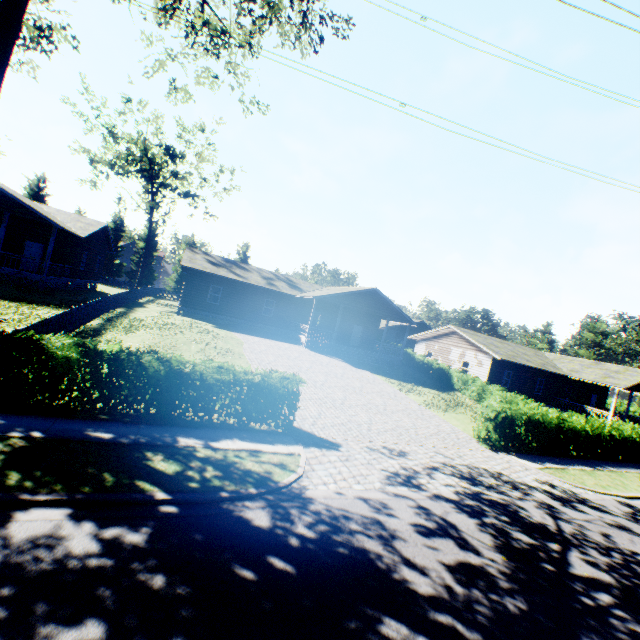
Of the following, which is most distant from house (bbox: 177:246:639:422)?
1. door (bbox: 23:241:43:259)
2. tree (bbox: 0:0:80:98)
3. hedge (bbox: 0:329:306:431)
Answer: hedge (bbox: 0:329:306:431)

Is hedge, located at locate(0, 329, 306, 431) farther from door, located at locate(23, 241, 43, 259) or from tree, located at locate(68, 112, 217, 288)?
door, located at locate(23, 241, 43, 259)

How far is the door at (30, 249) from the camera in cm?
2444

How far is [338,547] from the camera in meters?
5.7

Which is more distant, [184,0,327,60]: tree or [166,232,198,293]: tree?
[166,232,198,293]: tree

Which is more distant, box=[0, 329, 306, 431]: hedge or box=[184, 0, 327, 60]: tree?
box=[184, 0, 327, 60]: tree

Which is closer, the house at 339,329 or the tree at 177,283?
the house at 339,329
